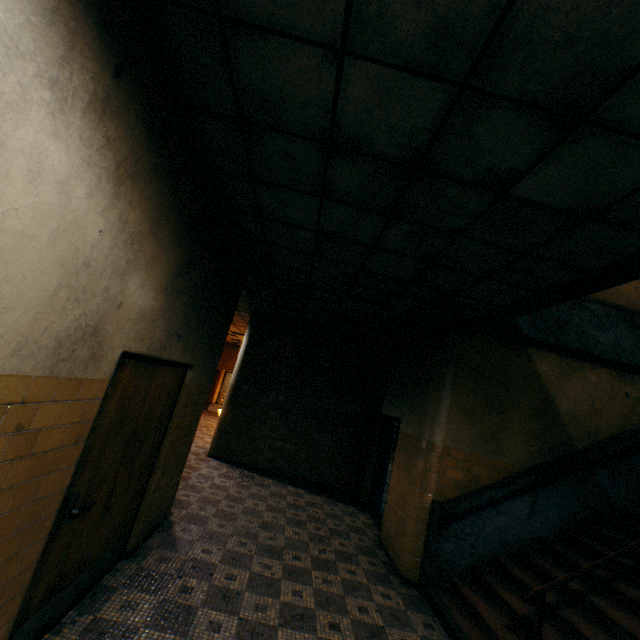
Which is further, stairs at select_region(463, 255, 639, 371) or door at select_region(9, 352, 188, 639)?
stairs at select_region(463, 255, 639, 371)

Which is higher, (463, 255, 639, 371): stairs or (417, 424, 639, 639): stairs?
(463, 255, 639, 371): stairs

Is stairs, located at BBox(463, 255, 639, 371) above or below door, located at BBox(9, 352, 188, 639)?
above

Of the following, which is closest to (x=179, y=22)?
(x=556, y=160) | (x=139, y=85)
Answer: (x=139, y=85)

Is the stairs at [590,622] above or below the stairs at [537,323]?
below

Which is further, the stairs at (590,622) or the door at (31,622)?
the stairs at (590,622)
